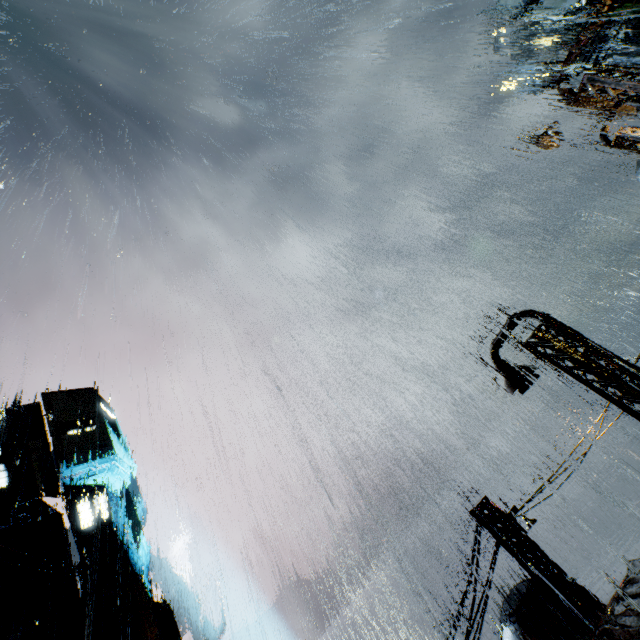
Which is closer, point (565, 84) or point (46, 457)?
point (565, 84)

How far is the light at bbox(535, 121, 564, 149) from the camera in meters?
10.6 m

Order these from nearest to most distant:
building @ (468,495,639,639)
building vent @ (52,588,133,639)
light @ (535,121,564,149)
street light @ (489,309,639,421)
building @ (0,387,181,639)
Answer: building @ (468,495,639,639) < street light @ (489,309,639,421) < light @ (535,121,564,149) < building vent @ (52,588,133,639) < building @ (0,387,181,639)

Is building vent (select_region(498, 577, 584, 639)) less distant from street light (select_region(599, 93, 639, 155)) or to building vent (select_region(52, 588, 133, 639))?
street light (select_region(599, 93, 639, 155))

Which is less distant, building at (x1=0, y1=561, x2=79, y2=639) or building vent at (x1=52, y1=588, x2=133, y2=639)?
building vent at (x1=52, y1=588, x2=133, y2=639)

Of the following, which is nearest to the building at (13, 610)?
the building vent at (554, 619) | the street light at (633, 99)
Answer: the building vent at (554, 619)

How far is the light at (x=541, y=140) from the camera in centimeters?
1058cm

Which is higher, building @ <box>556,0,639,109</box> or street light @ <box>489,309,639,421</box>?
building @ <box>556,0,639,109</box>
